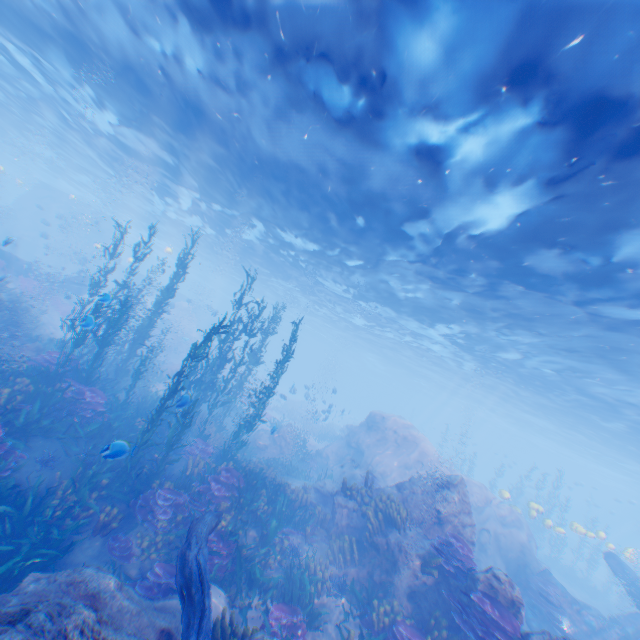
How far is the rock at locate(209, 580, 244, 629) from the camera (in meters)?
7.28

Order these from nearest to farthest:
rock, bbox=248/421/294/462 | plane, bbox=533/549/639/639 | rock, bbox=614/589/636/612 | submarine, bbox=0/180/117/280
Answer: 1. plane, bbox=533/549/639/639
2. rock, bbox=248/421/294/462
3. rock, bbox=614/589/636/612
4. submarine, bbox=0/180/117/280

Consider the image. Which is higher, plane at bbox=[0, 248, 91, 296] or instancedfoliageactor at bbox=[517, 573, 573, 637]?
plane at bbox=[0, 248, 91, 296]

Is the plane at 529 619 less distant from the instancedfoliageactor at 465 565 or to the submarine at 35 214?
the instancedfoliageactor at 465 565

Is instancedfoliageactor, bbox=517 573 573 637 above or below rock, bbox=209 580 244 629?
above

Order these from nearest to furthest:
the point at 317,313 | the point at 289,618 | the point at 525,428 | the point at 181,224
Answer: the point at 289,618, the point at 181,224, the point at 317,313, the point at 525,428

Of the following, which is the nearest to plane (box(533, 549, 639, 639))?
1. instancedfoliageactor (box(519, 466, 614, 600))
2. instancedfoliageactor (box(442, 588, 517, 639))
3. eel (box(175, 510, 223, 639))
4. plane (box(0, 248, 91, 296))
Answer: instancedfoliageactor (box(519, 466, 614, 600))

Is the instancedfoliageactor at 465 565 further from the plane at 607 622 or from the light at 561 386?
the light at 561 386
